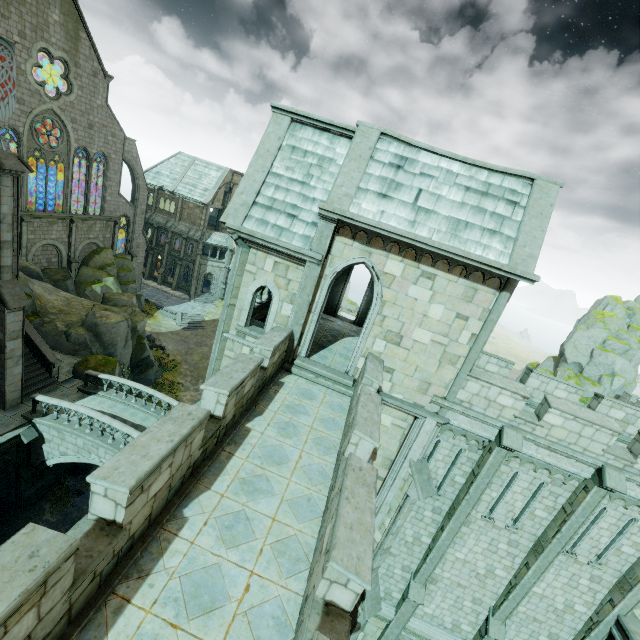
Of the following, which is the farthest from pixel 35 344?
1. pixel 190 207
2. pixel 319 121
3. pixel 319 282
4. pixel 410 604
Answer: pixel 190 207

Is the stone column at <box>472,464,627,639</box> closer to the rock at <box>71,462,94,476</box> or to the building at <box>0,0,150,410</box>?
the building at <box>0,0,150,410</box>

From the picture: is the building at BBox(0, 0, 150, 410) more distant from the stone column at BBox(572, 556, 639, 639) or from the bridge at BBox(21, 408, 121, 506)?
the stone column at BBox(572, 556, 639, 639)

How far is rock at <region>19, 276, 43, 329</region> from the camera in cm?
2238

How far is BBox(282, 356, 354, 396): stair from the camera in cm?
1157

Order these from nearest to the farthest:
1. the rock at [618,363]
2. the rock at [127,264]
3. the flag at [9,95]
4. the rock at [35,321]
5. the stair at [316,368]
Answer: the stair at [316,368] < the rock at [35,321] < the rock at [127,264] < the flag at [9,95] < the rock at [618,363]

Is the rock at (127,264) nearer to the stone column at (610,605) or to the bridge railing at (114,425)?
the bridge railing at (114,425)

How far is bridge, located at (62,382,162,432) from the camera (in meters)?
18.36
